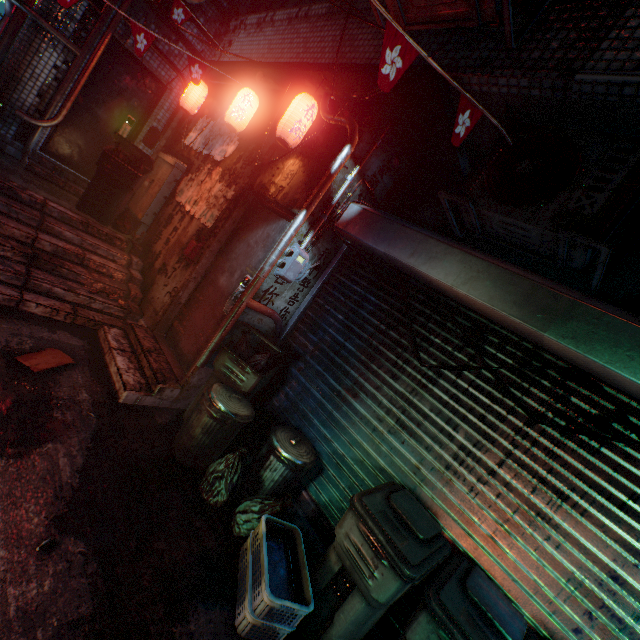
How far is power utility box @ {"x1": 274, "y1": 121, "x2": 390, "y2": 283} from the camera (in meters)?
3.15

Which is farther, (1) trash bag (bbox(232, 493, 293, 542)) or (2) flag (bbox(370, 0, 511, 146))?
(1) trash bag (bbox(232, 493, 293, 542))

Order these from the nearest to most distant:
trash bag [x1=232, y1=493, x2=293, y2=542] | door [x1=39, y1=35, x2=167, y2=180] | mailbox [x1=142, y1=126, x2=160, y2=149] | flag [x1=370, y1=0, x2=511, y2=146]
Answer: flag [x1=370, y1=0, x2=511, y2=146]
trash bag [x1=232, y1=493, x2=293, y2=542]
door [x1=39, y1=35, x2=167, y2=180]
mailbox [x1=142, y1=126, x2=160, y2=149]

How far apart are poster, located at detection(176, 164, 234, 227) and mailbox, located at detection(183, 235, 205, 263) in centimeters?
13cm

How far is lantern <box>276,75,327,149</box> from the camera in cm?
308

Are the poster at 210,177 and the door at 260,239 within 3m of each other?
yes

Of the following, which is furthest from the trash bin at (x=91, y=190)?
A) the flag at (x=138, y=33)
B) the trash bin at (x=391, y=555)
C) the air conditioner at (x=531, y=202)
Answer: the trash bin at (x=391, y=555)

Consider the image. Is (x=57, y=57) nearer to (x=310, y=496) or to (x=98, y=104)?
(x=98, y=104)
